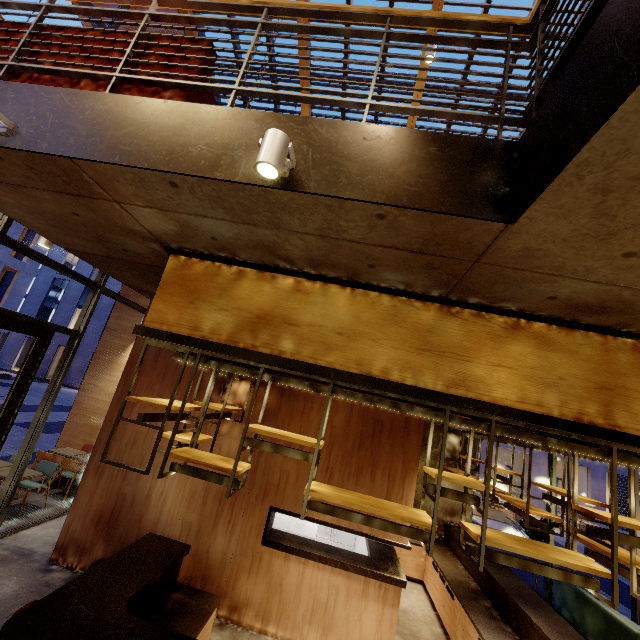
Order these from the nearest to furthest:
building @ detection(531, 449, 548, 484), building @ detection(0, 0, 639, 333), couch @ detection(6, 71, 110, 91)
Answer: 1. building @ detection(0, 0, 639, 333)
2. couch @ detection(6, 71, 110, 91)
3. building @ detection(531, 449, 548, 484)

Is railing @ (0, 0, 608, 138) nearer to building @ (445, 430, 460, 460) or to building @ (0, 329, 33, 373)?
building @ (445, 430, 460, 460)

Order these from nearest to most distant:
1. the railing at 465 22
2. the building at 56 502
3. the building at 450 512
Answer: the railing at 465 22
the building at 56 502
the building at 450 512

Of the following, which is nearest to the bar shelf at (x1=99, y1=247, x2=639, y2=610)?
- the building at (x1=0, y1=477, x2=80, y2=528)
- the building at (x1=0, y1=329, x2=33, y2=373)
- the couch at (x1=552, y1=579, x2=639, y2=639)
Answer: the couch at (x1=552, y1=579, x2=639, y2=639)

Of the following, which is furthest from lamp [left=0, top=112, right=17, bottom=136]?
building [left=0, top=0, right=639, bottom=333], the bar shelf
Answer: the bar shelf

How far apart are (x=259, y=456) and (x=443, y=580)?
4.5m

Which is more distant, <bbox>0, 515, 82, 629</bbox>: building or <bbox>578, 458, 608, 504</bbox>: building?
<bbox>578, 458, 608, 504</bbox>: building

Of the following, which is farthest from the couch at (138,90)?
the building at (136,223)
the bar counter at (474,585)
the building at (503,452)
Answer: the building at (503,452)
